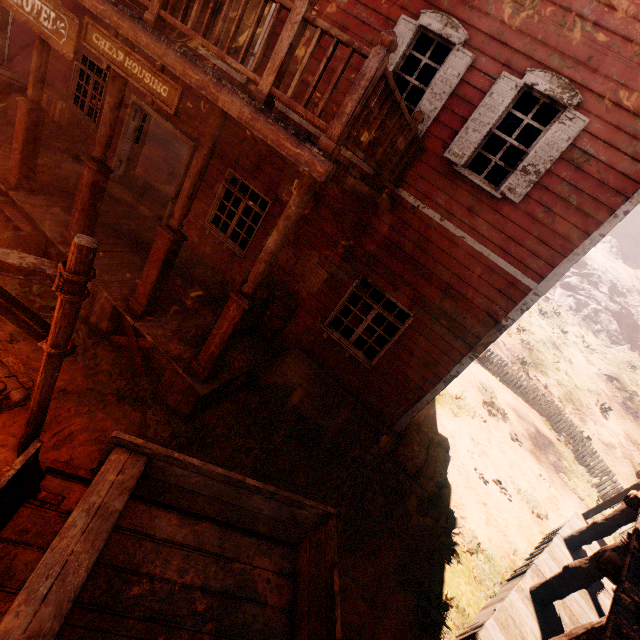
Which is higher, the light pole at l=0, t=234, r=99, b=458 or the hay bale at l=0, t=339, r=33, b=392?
the light pole at l=0, t=234, r=99, b=458

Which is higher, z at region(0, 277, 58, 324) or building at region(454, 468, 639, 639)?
building at region(454, 468, 639, 639)

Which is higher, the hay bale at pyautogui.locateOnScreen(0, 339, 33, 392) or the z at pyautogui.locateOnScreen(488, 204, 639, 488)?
the z at pyautogui.locateOnScreen(488, 204, 639, 488)

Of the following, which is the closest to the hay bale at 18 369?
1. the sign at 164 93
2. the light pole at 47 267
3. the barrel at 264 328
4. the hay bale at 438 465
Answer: the light pole at 47 267

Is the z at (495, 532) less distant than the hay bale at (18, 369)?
No

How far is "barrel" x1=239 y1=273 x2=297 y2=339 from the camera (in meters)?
6.55

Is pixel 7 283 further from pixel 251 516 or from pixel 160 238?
pixel 251 516

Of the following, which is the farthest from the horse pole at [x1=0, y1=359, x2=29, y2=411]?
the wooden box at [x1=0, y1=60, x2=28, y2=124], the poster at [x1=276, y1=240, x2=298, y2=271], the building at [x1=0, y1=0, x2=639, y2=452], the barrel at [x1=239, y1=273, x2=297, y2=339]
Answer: the wooden box at [x1=0, y1=60, x2=28, y2=124]
